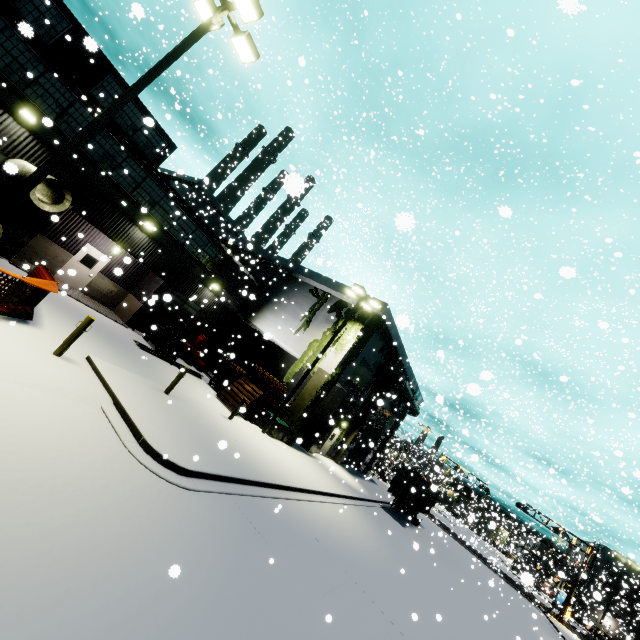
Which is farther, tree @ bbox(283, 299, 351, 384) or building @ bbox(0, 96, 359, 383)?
tree @ bbox(283, 299, 351, 384)

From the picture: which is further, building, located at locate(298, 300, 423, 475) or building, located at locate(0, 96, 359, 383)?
building, located at locate(298, 300, 423, 475)

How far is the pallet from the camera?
18.2m

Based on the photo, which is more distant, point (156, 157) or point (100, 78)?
point (156, 157)

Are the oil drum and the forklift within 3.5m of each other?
yes

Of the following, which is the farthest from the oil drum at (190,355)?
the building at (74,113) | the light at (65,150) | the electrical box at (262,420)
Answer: the light at (65,150)

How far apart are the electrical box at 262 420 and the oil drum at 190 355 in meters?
6.3 m

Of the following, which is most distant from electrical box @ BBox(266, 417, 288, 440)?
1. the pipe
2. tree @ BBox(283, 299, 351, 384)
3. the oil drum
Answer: the pipe
